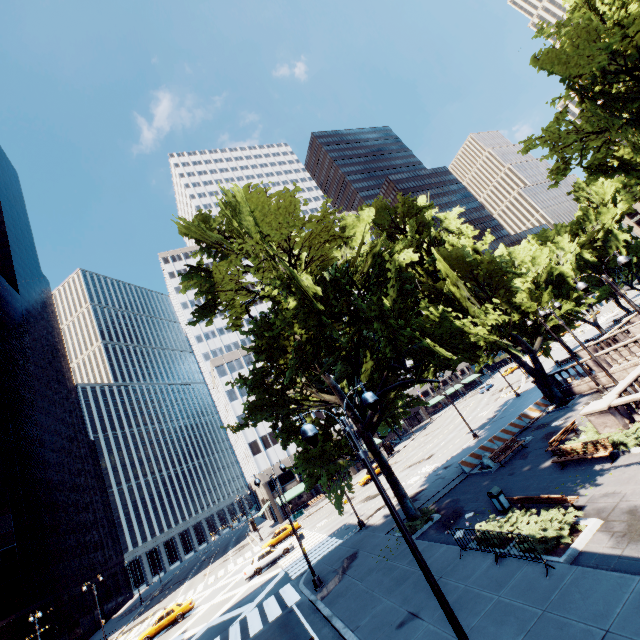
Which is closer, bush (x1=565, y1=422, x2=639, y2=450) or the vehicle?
bush (x1=565, y1=422, x2=639, y2=450)

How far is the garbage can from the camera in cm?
1538

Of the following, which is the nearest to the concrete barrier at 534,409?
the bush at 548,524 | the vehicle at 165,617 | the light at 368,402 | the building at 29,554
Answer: the bush at 548,524

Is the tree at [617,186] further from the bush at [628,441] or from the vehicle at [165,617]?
the vehicle at [165,617]

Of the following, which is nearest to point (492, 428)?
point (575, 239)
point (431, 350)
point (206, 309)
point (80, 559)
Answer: point (431, 350)

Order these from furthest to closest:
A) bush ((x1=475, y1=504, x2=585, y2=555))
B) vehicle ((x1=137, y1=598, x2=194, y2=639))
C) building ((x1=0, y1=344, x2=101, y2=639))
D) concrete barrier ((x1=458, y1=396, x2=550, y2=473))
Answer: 1. building ((x1=0, y1=344, x2=101, y2=639))
2. vehicle ((x1=137, y1=598, x2=194, y2=639))
3. concrete barrier ((x1=458, y1=396, x2=550, y2=473))
4. bush ((x1=475, y1=504, x2=585, y2=555))

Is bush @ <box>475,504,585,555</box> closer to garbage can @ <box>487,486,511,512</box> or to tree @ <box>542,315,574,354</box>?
garbage can @ <box>487,486,511,512</box>

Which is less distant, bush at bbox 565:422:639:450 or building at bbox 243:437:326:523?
bush at bbox 565:422:639:450
